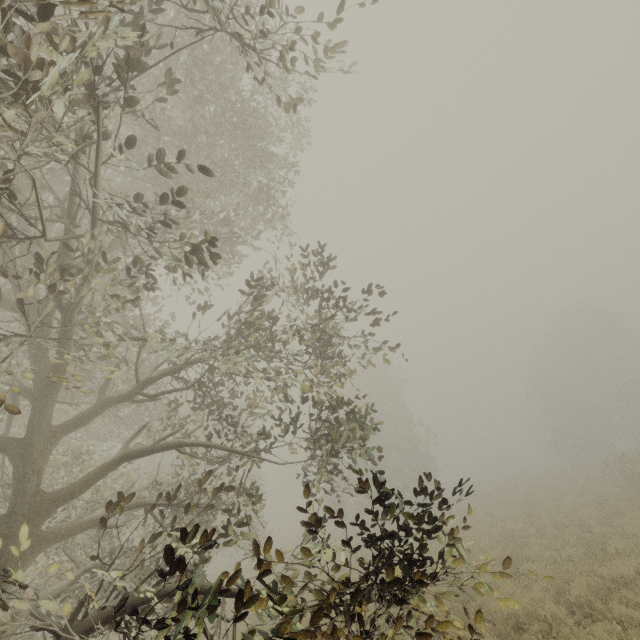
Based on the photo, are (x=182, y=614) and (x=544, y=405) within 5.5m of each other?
no
